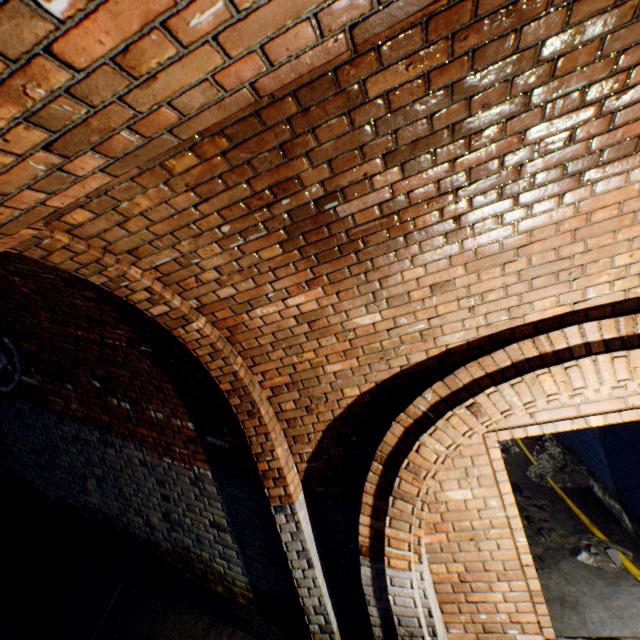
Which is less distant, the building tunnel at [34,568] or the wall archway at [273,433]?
the wall archway at [273,433]

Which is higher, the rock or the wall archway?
the wall archway

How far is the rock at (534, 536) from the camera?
4.00m

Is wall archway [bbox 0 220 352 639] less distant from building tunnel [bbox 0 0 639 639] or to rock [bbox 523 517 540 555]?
building tunnel [bbox 0 0 639 639]

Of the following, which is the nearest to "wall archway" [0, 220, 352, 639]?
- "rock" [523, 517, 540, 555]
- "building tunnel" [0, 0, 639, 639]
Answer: "building tunnel" [0, 0, 639, 639]

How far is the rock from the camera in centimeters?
400cm

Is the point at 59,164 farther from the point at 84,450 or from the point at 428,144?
the point at 84,450

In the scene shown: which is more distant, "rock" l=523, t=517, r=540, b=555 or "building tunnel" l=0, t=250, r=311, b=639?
"rock" l=523, t=517, r=540, b=555
